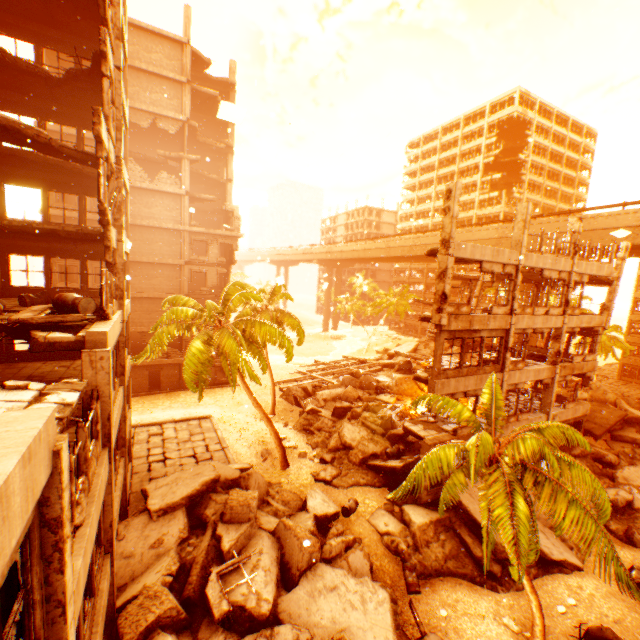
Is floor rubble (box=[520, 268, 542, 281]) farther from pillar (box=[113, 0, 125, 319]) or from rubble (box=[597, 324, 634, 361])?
pillar (box=[113, 0, 125, 319])

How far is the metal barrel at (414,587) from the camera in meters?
12.3 m

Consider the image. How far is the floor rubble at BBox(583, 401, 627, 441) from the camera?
22.83m

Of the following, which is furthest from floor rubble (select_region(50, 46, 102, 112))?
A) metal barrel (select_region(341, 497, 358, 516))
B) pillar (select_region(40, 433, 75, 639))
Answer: metal barrel (select_region(341, 497, 358, 516))

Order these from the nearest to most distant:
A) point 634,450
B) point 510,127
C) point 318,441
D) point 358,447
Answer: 1. point 358,447
2. point 634,450
3. point 318,441
4. point 510,127

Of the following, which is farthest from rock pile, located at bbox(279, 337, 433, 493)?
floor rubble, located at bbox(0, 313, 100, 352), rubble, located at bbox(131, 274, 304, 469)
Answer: floor rubble, located at bbox(0, 313, 100, 352)

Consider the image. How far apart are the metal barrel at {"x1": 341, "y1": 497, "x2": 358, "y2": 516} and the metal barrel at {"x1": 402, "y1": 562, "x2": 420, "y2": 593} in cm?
223

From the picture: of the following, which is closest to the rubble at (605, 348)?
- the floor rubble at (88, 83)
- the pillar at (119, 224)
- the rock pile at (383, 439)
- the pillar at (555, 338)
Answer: the rock pile at (383, 439)
